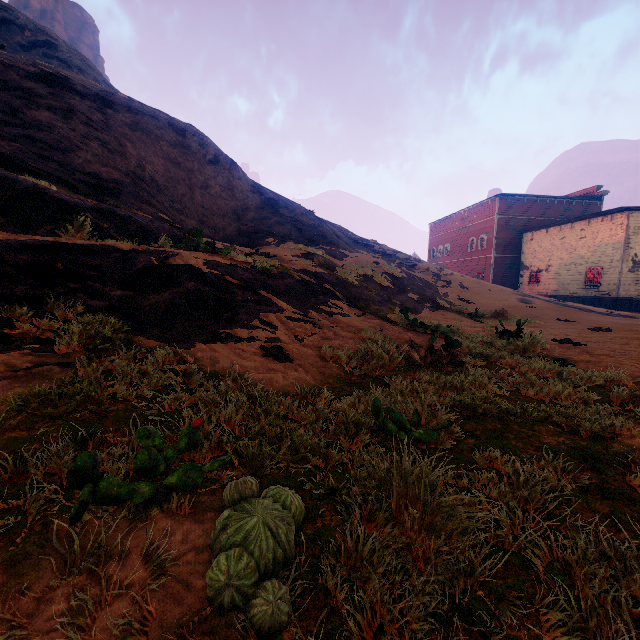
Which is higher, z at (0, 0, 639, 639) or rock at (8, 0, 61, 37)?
rock at (8, 0, 61, 37)

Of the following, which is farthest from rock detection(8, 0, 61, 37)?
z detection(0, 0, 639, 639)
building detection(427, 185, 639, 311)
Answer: building detection(427, 185, 639, 311)

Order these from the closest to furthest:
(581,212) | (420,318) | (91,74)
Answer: (420,318) → (91,74) → (581,212)

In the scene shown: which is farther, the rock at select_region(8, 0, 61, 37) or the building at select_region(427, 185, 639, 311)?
the rock at select_region(8, 0, 61, 37)

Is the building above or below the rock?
below

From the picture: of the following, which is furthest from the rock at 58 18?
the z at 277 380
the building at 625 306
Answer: the building at 625 306

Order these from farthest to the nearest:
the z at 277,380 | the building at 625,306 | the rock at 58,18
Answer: the rock at 58,18 < the building at 625,306 < the z at 277,380

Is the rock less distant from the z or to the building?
the z
